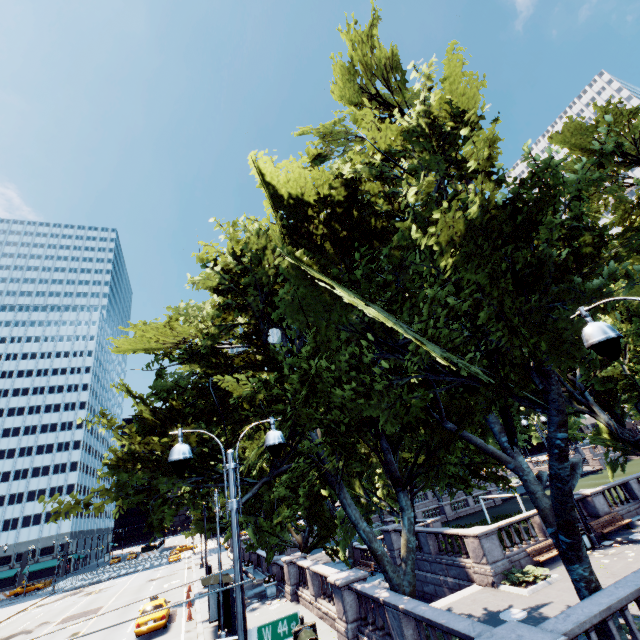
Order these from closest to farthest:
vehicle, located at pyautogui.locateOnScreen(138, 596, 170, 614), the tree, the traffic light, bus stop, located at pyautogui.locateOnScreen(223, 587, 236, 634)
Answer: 1. the traffic light
2. the tree
3. bus stop, located at pyautogui.locateOnScreen(223, 587, 236, 634)
4. vehicle, located at pyautogui.locateOnScreen(138, 596, 170, 614)

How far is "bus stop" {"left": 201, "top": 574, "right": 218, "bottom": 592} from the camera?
17.77m

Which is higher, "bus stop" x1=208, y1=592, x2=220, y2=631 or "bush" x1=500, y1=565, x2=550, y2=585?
"bus stop" x1=208, y1=592, x2=220, y2=631

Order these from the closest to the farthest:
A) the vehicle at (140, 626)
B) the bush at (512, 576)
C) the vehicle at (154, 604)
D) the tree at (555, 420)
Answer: → the tree at (555, 420) < the bush at (512, 576) < the vehicle at (140, 626) < the vehicle at (154, 604)

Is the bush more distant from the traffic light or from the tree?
the traffic light

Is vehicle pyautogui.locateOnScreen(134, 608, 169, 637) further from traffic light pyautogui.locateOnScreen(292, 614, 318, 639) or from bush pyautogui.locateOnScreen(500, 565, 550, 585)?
traffic light pyautogui.locateOnScreen(292, 614, 318, 639)

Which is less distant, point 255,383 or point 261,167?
point 261,167

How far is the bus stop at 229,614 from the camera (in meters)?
17.06
